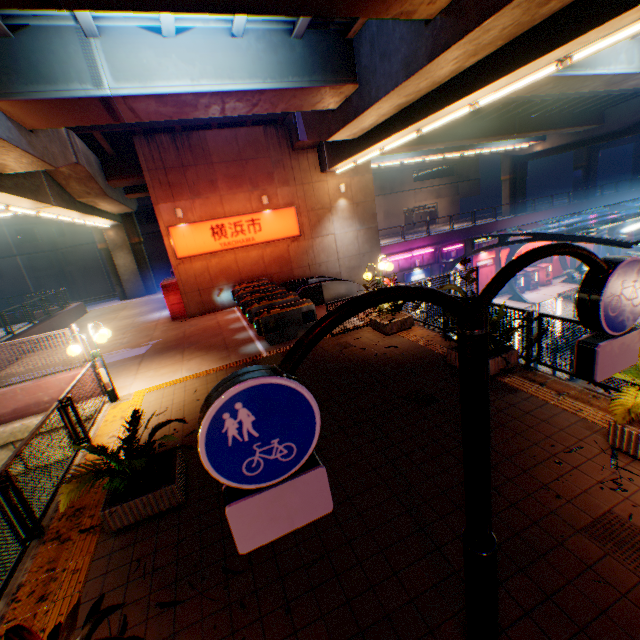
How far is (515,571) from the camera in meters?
3.3

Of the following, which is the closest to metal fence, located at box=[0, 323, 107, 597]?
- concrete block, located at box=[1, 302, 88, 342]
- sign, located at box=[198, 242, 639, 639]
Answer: concrete block, located at box=[1, 302, 88, 342]

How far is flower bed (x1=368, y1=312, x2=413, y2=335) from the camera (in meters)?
9.95

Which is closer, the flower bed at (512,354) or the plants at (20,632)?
the plants at (20,632)

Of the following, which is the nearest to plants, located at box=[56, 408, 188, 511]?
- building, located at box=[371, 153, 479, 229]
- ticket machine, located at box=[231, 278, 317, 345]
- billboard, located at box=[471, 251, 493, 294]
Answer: ticket machine, located at box=[231, 278, 317, 345]

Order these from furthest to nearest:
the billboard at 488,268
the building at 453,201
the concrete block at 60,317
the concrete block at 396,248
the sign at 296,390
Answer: the building at 453,201 < the billboard at 488,268 < the concrete block at 396,248 < the concrete block at 60,317 < the sign at 296,390

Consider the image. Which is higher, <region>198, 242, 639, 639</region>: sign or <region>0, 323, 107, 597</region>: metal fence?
<region>198, 242, 639, 639</region>: sign

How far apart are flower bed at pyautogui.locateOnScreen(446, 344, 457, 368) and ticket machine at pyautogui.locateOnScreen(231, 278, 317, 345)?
6.6 meters
